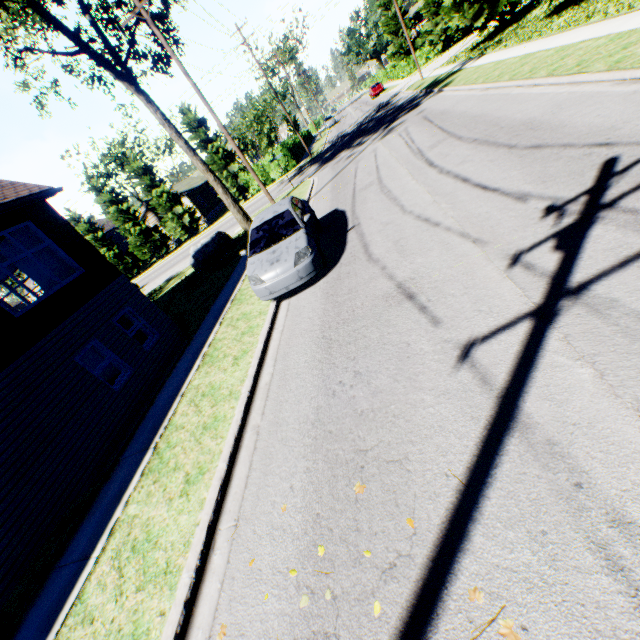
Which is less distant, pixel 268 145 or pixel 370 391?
pixel 370 391

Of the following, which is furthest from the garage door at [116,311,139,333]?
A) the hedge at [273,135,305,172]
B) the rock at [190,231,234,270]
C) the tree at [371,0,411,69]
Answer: the hedge at [273,135,305,172]

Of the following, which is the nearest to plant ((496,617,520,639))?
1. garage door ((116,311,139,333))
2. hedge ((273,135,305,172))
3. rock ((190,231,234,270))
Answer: garage door ((116,311,139,333))

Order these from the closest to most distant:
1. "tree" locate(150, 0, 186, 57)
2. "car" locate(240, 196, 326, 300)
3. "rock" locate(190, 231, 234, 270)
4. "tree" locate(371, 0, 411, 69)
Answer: "car" locate(240, 196, 326, 300) → "tree" locate(150, 0, 186, 57) → "rock" locate(190, 231, 234, 270) → "tree" locate(371, 0, 411, 69)

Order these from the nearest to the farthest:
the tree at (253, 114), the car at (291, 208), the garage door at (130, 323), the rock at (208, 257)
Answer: the car at (291, 208) < the garage door at (130, 323) < the rock at (208, 257) < the tree at (253, 114)

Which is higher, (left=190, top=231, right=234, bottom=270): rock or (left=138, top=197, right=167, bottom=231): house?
(left=138, top=197, right=167, bottom=231): house

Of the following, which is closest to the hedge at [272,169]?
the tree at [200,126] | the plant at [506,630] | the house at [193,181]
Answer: the tree at [200,126]

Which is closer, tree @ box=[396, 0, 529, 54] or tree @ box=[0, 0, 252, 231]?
tree @ box=[0, 0, 252, 231]
